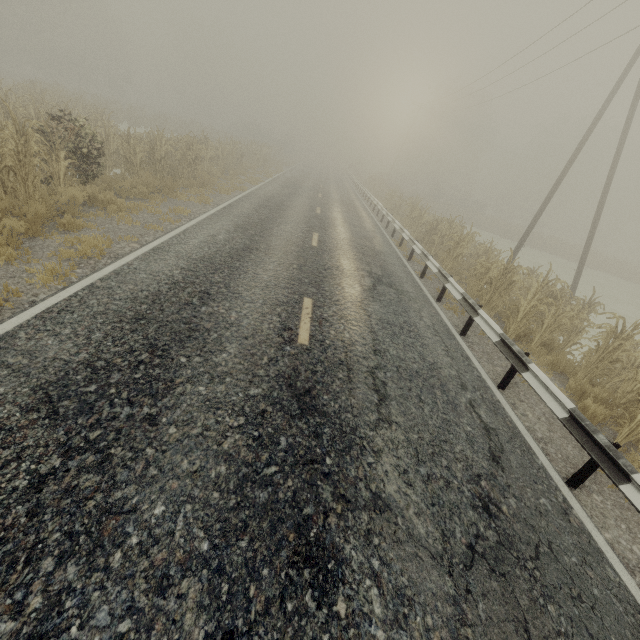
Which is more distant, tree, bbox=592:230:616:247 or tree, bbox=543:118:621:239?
tree, bbox=592:230:616:247

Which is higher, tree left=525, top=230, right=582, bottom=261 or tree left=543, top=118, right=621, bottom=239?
tree left=543, top=118, right=621, bottom=239

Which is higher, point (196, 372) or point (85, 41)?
point (85, 41)

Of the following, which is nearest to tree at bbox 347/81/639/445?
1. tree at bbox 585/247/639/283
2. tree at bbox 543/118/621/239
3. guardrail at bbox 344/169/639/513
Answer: tree at bbox 585/247/639/283

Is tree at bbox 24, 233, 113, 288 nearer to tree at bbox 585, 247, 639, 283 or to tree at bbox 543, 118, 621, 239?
tree at bbox 585, 247, 639, 283

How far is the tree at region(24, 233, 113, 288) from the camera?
5.0m

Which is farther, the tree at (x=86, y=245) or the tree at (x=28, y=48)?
the tree at (x=28, y=48)

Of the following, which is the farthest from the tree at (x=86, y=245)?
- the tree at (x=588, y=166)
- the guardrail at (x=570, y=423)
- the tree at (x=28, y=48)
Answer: the tree at (x=588, y=166)
